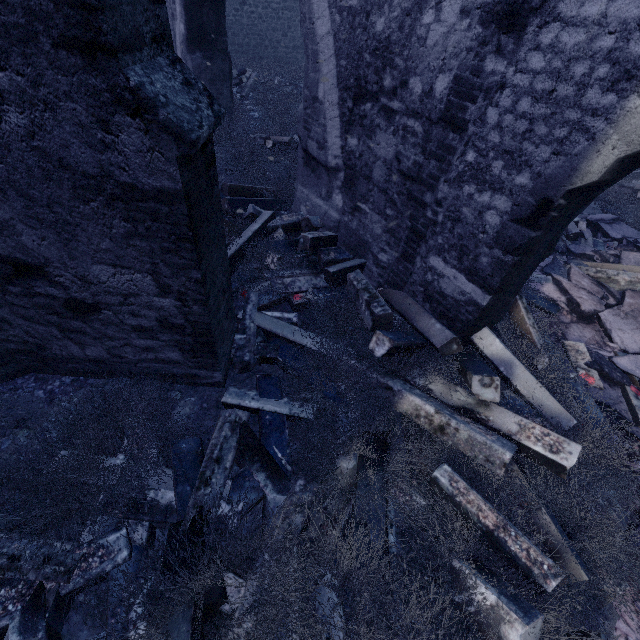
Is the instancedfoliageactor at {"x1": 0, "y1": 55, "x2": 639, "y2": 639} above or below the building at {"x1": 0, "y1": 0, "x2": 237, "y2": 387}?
below

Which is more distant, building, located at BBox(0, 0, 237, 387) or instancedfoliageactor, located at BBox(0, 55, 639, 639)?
instancedfoliageactor, located at BBox(0, 55, 639, 639)

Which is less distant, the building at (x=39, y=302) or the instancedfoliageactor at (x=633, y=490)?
the building at (x=39, y=302)

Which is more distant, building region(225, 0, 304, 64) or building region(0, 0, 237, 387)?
building region(225, 0, 304, 64)

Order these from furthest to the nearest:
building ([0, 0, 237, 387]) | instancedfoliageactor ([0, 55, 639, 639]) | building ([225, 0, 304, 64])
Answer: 1. building ([225, 0, 304, 64])
2. instancedfoliageactor ([0, 55, 639, 639])
3. building ([0, 0, 237, 387])

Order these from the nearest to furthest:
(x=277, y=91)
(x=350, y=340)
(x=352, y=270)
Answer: (x=350, y=340)
(x=352, y=270)
(x=277, y=91)
